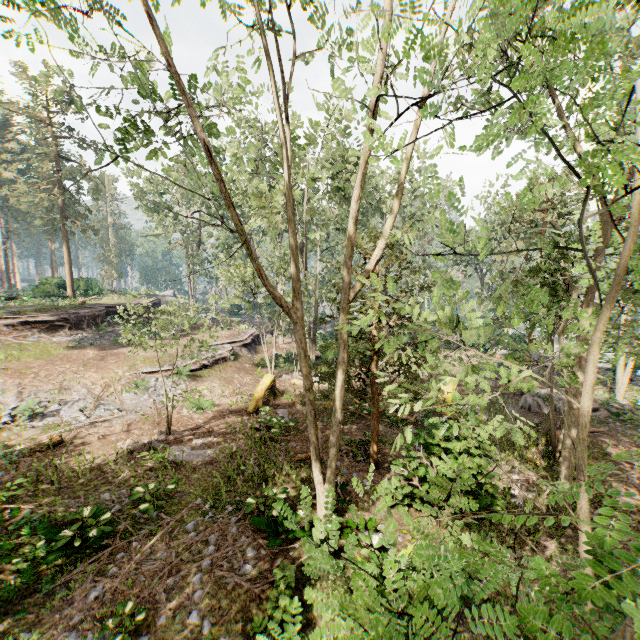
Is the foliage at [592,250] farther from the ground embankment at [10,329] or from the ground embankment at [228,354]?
the ground embankment at [10,329]

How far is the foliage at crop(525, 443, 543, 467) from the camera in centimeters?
1340cm

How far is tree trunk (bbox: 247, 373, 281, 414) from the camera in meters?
16.9

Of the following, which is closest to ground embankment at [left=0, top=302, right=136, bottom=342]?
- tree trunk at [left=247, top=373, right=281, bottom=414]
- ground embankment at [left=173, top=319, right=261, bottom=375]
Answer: ground embankment at [left=173, top=319, right=261, bottom=375]

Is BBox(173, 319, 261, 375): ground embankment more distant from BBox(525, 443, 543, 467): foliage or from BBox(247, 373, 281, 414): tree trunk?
BBox(247, 373, 281, 414): tree trunk

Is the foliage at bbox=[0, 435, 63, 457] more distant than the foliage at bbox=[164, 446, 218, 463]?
No

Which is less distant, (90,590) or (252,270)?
(90,590)
